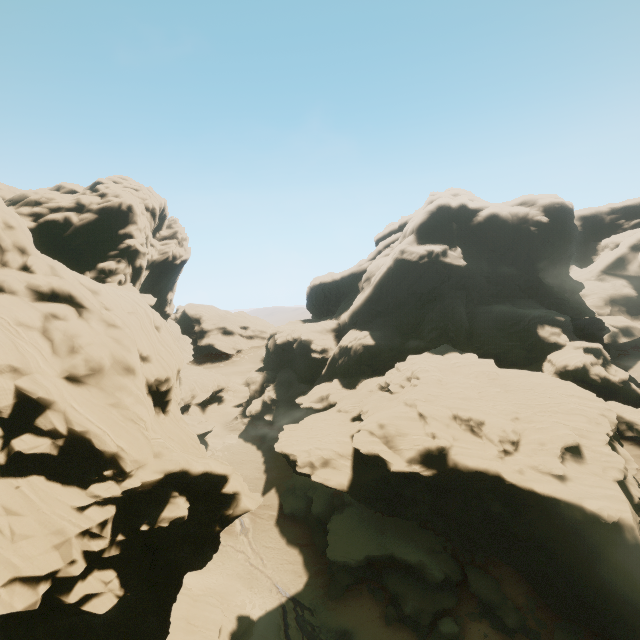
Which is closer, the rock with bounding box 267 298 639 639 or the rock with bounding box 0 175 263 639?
the rock with bounding box 0 175 263 639

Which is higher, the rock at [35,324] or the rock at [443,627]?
the rock at [35,324]

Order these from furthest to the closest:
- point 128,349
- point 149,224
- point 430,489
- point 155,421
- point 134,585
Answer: point 149,224 → point 430,489 → point 155,421 → point 128,349 → point 134,585

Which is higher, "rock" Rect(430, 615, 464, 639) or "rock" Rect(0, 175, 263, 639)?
"rock" Rect(0, 175, 263, 639)

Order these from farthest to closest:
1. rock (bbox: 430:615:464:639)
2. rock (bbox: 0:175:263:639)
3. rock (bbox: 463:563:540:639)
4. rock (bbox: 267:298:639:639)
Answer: rock (bbox: 430:615:464:639)
rock (bbox: 463:563:540:639)
rock (bbox: 267:298:639:639)
rock (bbox: 0:175:263:639)
